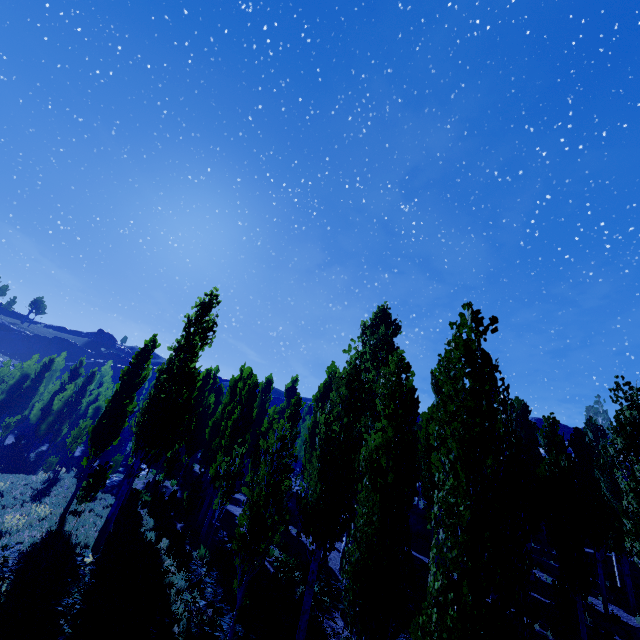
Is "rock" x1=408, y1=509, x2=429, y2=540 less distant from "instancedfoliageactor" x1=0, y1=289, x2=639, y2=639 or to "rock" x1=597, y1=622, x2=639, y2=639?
Result: "instancedfoliageactor" x1=0, y1=289, x2=639, y2=639

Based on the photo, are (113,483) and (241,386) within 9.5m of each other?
no

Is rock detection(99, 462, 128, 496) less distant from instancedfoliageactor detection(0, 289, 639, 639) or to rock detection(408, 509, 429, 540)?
instancedfoliageactor detection(0, 289, 639, 639)

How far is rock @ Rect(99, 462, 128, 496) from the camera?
21.6 meters

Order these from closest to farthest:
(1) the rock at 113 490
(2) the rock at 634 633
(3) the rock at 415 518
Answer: (2) the rock at 634 633
(1) the rock at 113 490
(3) the rock at 415 518

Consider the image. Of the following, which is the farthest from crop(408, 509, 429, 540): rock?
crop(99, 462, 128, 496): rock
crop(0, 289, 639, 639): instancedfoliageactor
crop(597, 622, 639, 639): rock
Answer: crop(99, 462, 128, 496): rock

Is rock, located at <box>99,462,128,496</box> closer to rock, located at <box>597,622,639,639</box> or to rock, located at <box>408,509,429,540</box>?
rock, located at <box>408,509,429,540</box>

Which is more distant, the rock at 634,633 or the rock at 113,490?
the rock at 113,490
